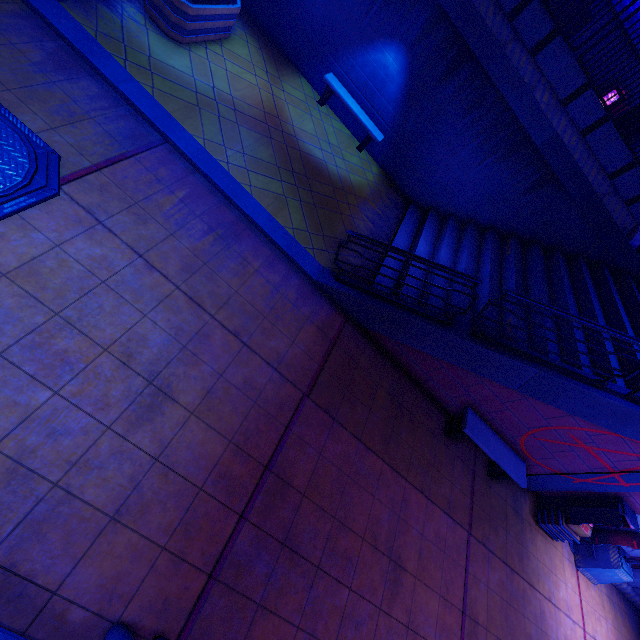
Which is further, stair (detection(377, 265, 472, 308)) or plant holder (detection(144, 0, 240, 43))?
stair (detection(377, 265, 472, 308))

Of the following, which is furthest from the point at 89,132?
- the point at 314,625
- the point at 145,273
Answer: the point at 314,625

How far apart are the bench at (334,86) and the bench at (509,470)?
8.2m

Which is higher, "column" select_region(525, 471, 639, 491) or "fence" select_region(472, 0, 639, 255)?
"fence" select_region(472, 0, 639, 255)

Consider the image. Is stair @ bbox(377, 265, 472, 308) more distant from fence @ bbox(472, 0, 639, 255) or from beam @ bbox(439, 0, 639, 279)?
fence @ bbox(472, 0, 639, 255)

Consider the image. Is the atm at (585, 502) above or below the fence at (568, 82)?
below

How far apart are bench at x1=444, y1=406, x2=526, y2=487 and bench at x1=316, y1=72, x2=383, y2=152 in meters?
8.2

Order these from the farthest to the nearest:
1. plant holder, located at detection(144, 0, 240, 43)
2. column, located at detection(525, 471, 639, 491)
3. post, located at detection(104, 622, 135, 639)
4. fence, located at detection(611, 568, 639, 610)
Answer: fence, located at detection(611, 568, 639, 610) < column, located at detection(525, 471, 639, 491) < plant holder, located at detection(144, 0, 240, 43) < post, located at detection(104, 622, 135, 639)
